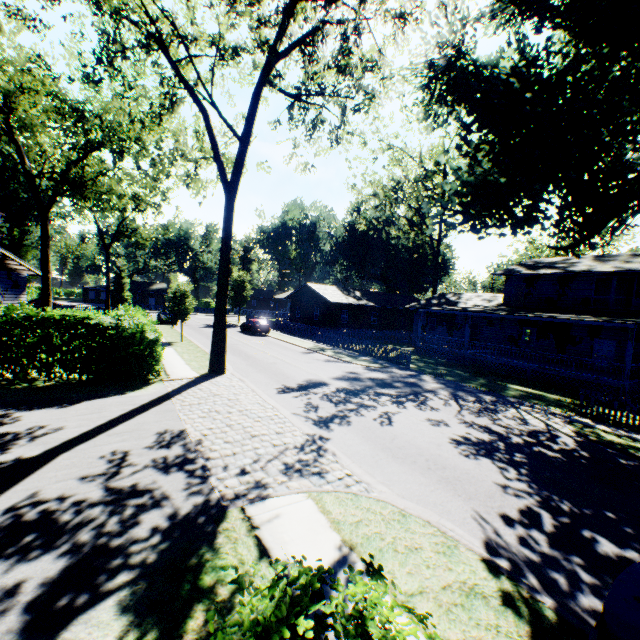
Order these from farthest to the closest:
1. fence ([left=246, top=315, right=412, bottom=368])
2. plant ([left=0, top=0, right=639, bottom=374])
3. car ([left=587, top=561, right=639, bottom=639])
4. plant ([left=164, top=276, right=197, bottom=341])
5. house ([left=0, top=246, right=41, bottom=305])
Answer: plant ([left=164, top=276, right=197, bottom=341]), fence ([left=246, top=315, right=412, bottom=368]), house ([left=0, top=246, right=41, bottom=305]), plant ([left=0, top=0, right=639, bottom=374]), car ([left=587, top=561, right=639, bottom=639])

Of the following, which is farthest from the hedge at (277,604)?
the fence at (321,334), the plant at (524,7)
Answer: the plant at (524,7)

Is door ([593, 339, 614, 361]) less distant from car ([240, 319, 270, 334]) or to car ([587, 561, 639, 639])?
car ([587, 561, 639, 639])

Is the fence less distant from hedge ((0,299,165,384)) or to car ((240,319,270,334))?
hedge ((0,299,165,384))

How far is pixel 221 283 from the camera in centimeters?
1612cm

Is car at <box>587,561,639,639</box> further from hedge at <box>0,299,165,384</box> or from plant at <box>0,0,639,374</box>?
plant at <box>0,0,639,374</box>

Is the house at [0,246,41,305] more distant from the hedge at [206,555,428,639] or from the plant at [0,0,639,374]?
the plant at [0,0,639,374]

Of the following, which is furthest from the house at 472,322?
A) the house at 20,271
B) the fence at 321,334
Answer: the house at 20,271
